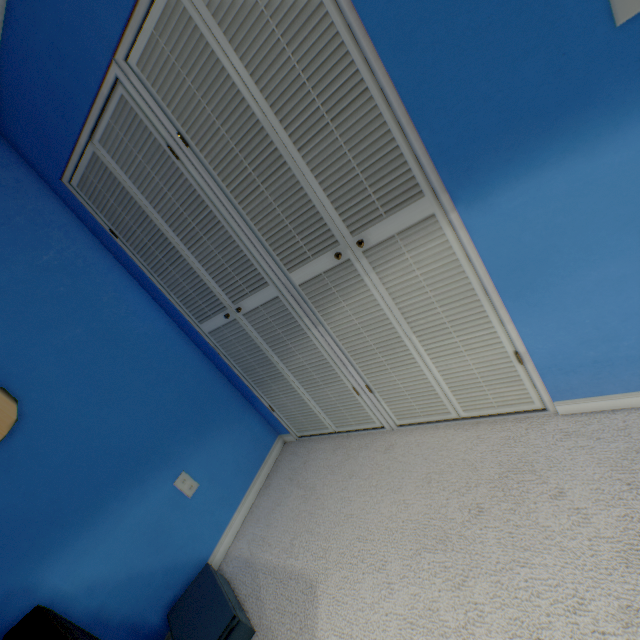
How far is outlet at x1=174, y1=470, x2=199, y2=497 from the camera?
1.8m

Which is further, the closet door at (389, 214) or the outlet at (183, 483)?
the outlet at (183, 483)

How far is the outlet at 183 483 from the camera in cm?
176

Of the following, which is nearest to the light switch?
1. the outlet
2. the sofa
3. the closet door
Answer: the closet door

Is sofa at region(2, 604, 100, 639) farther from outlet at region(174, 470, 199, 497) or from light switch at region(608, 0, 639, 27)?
light switch at region(608, 0, 639, 27)

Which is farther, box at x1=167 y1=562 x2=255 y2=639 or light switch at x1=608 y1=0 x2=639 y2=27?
box at x1=167 y1=562 x2=255 y2=639

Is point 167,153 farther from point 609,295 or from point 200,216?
point 609,295

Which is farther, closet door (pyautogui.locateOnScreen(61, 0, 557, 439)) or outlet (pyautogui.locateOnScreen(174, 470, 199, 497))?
outlet (pyautogui.locateOnScreen(174, 470, 199, 497))
